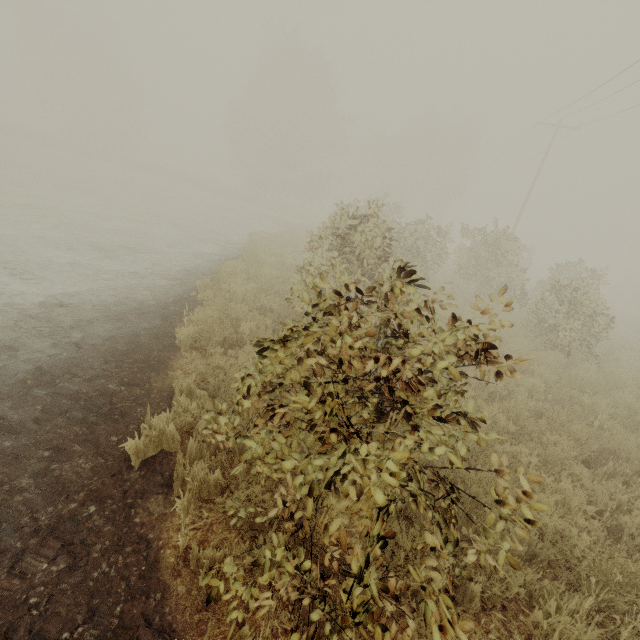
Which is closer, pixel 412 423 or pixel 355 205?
pixel 412 423
